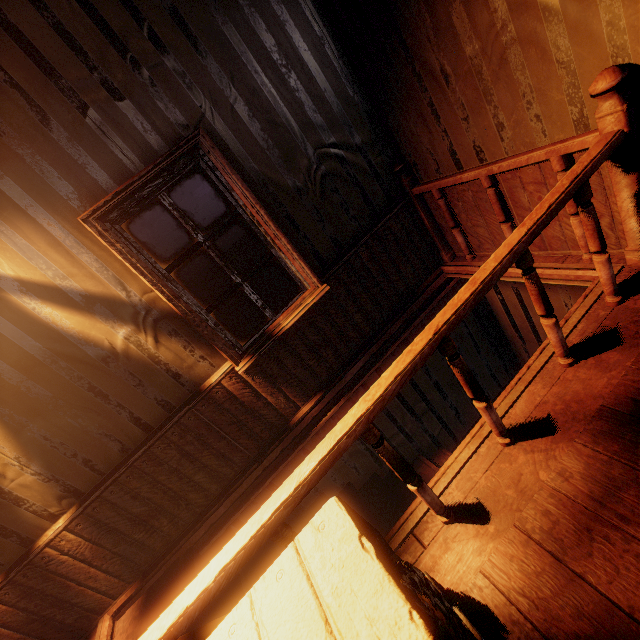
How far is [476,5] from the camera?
1.8 meters

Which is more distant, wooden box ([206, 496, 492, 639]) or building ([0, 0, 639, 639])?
building ([0, 0, 639, 639])

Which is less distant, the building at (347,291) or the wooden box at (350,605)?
the wooden box at (350,605)
